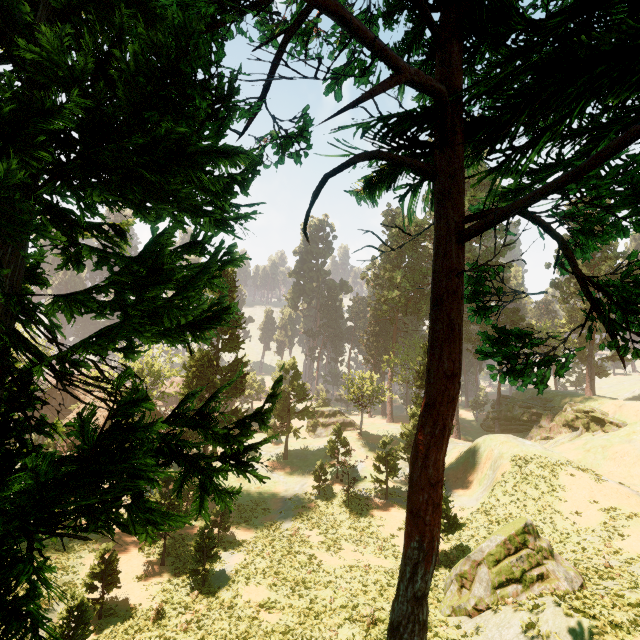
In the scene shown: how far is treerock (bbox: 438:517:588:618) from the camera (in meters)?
14.46

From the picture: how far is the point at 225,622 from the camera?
15.6m

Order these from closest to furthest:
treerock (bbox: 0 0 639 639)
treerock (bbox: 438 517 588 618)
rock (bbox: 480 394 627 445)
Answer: treerock (bbox: 0 0 639 639) → treerock (bbox: 438 517 588 618) → rock (bbox: 480 394 627 445)

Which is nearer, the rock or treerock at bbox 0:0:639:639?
treerock at bbox 0:0:639:639

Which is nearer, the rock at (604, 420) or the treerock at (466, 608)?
the treerock at (466, 608)

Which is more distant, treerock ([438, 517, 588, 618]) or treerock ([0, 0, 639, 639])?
treerock ([438, 517, 588, 618])

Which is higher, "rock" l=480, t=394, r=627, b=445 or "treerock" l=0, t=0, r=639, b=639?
"treerock" l=0, t=0, r=639, b=639

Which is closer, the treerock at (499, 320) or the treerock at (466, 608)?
the treerock at (499, 320)
